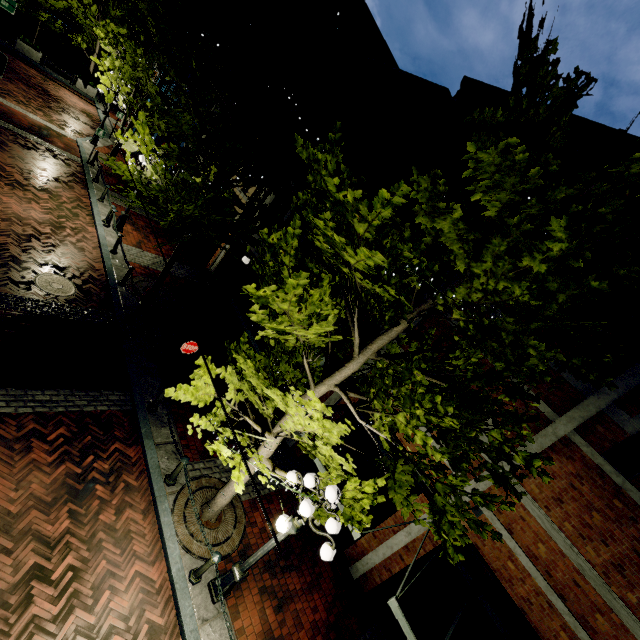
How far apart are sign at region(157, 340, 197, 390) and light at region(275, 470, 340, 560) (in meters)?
4.34

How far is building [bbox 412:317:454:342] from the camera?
8.6 meters

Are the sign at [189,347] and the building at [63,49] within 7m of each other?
no

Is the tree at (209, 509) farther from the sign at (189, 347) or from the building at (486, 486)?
the sign at (189, 347)

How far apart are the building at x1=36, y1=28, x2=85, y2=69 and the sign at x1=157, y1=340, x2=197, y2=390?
39.08m

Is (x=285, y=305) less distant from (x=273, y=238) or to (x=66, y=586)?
(x=66, y=586)

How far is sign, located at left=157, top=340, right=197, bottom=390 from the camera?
8.4m

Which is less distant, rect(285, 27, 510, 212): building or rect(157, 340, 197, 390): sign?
rect(157, 340, 197, 390): sign
